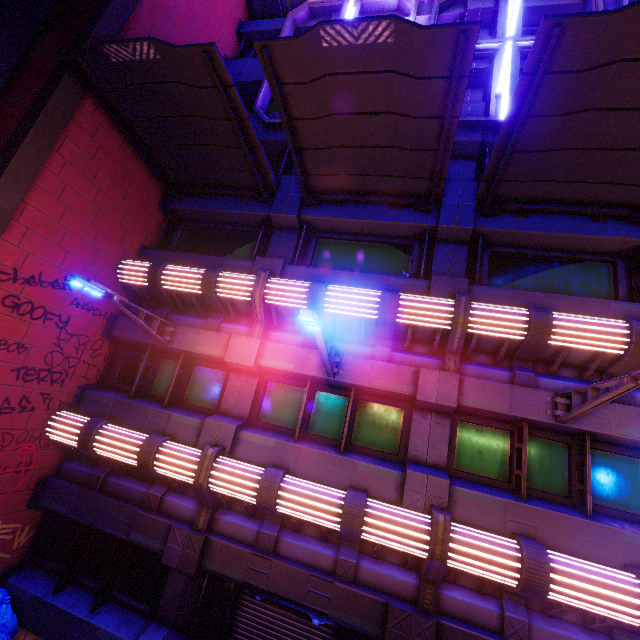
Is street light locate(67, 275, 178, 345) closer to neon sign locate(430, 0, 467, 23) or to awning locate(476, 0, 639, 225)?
awning locate(476, 0, 639, 225)

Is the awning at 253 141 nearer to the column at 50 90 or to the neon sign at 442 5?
the column at 50 90

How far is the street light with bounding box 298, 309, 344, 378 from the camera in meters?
5.2

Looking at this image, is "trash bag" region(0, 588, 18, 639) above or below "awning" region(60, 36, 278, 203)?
below

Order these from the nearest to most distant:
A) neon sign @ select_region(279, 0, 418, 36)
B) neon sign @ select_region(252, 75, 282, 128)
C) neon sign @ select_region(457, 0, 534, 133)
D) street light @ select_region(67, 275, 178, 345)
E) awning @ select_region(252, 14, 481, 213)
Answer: awning @ select_region(252, 14, 481, 213), street light @ select_region(67, 275, 178, 345), neon sign @ select_region(457, 0, 534, 133), neon sign @ select_region(252, 75, 282, 128), neon sign @ select_region(279, 0, 418, 36)

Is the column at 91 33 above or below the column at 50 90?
above

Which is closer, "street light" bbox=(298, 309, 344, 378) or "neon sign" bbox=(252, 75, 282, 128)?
"street light" bbox=(298, 309, 344, 378)

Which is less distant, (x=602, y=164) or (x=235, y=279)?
(x=602, y=164)
